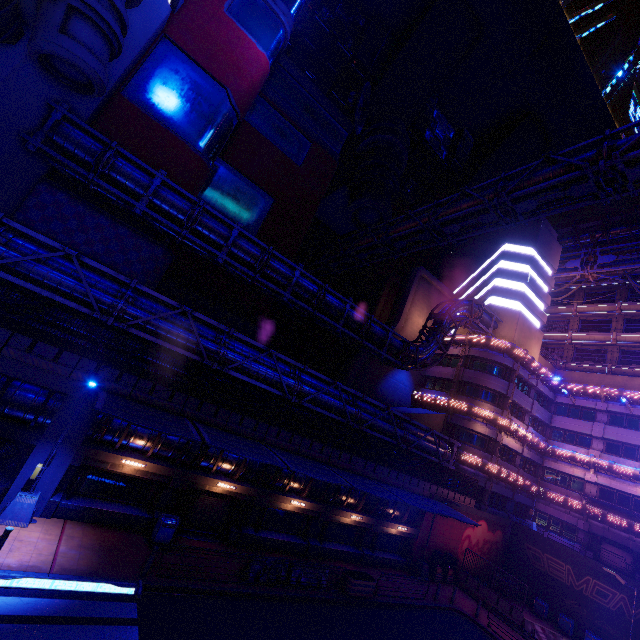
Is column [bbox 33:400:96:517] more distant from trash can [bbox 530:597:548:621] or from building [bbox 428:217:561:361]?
trash can [bbox 530:597:548:621]

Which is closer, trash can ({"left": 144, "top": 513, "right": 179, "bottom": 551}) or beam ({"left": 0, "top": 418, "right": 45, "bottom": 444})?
beam ({"left": 0, "top": 418, "right": 45, "bottom": 444})

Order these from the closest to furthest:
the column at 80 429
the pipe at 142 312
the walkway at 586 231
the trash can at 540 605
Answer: the pipe at 142 312 → the column at 80 429 → the trash can at 540 605 → the walkway at 586 231

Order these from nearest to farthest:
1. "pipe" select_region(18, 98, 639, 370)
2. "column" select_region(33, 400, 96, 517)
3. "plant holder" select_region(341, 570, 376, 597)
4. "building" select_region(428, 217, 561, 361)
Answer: "column" select_region(33, 400, 96, 517) < "pipe" select_region(18, 98, 639, 370) < "plant holder" select_region(341, 570, 376, 597) < "building" select_region(428, 217, 561, 361)

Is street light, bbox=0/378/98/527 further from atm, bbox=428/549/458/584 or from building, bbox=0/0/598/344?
atm, bbox=428/549/458/584

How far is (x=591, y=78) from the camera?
58.6m

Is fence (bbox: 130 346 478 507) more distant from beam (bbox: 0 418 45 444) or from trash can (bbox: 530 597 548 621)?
trash can (bbox: 530 597 548 621)

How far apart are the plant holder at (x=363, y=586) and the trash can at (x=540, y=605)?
19.2m
